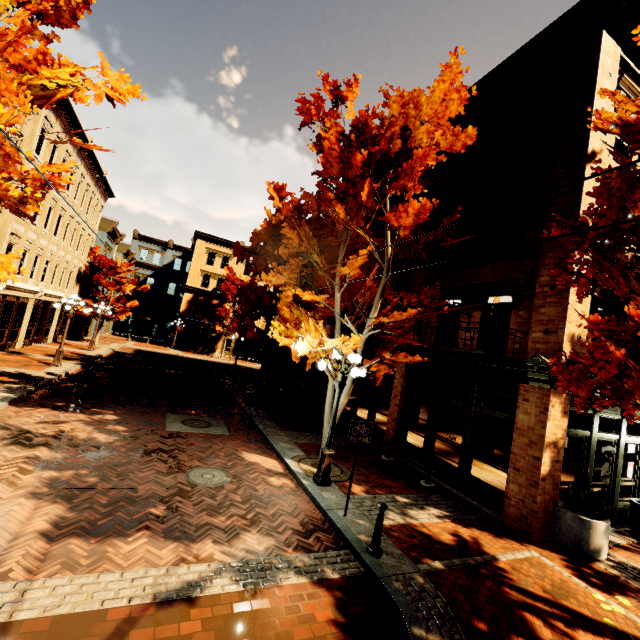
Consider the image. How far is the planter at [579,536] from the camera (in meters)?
6.86

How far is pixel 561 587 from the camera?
5.82m

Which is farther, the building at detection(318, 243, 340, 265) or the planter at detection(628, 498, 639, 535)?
the building at detection(318, 243, 340, 265)

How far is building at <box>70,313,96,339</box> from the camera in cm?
2830

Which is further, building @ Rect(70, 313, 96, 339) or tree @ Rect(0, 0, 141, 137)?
building @ Rect(70, 313, 96, 339)

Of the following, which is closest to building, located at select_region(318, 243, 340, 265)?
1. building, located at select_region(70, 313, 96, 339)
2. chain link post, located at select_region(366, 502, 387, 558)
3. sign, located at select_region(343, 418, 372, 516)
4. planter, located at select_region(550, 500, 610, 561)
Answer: planter, located at select_region(550, 500, 610, 561)

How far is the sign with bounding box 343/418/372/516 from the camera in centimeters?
679cm

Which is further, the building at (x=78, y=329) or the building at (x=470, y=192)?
the building at (x=78, y=329)
